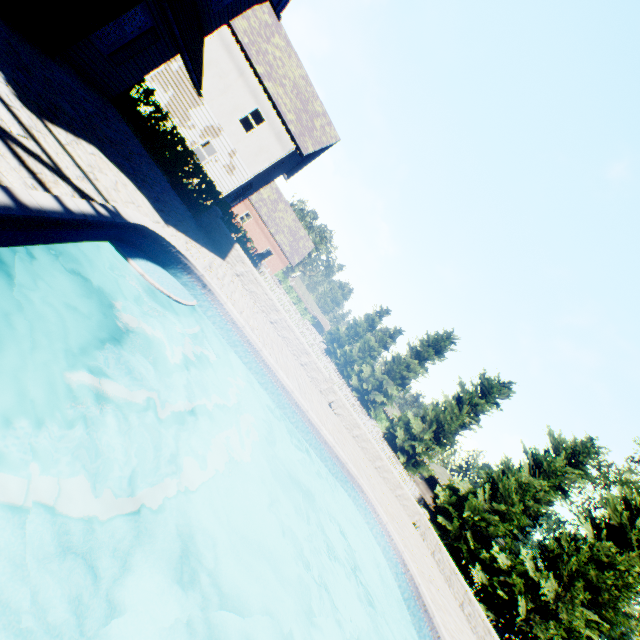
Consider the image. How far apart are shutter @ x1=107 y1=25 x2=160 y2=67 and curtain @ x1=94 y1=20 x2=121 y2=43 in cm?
22

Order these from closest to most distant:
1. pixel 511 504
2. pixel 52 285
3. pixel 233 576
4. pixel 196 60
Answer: pixel 52 285 → pixel 233 576 → pixel 196 60 → pixel 511 504

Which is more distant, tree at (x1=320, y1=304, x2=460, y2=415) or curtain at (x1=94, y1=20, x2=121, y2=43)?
tree at (x1=320, y1=304, x2=460, y2=415)

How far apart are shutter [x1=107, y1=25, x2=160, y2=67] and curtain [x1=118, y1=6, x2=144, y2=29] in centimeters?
22cm

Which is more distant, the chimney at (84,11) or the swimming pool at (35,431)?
the chimney at (84,11)

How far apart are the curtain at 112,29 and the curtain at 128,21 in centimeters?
12cm

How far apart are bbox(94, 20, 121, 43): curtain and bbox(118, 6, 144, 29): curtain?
0.1 meters

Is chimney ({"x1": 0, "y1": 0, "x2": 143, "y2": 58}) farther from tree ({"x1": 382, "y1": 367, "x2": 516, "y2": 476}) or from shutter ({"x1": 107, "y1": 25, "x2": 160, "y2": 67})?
tree ({"x1": 382, "y1": 367, "x2": 516, "y2": 476})
